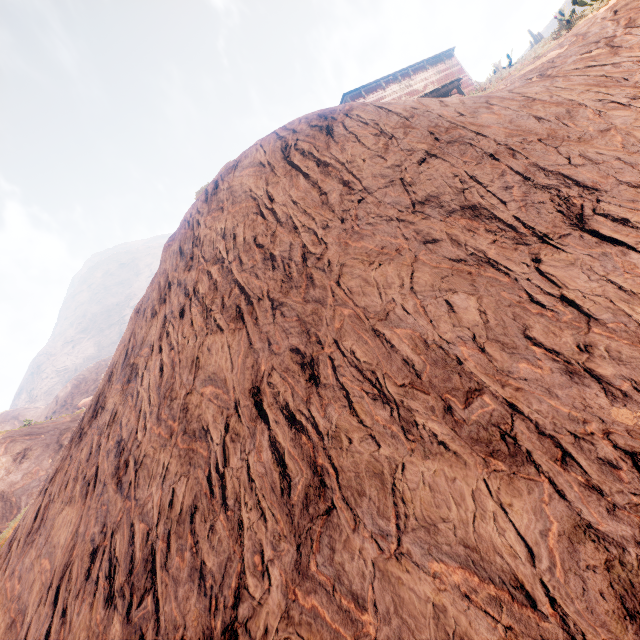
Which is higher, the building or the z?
the building

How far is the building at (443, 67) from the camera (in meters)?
20.37

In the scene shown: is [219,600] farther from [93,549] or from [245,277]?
[245,277]

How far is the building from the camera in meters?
20.4

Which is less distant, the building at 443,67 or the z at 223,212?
the z at 223,212

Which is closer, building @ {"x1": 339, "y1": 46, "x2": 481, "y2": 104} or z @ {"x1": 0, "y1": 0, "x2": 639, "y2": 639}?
z @ {"x1": 0, "y1": 0, "x2": 639, "y2": 639}
